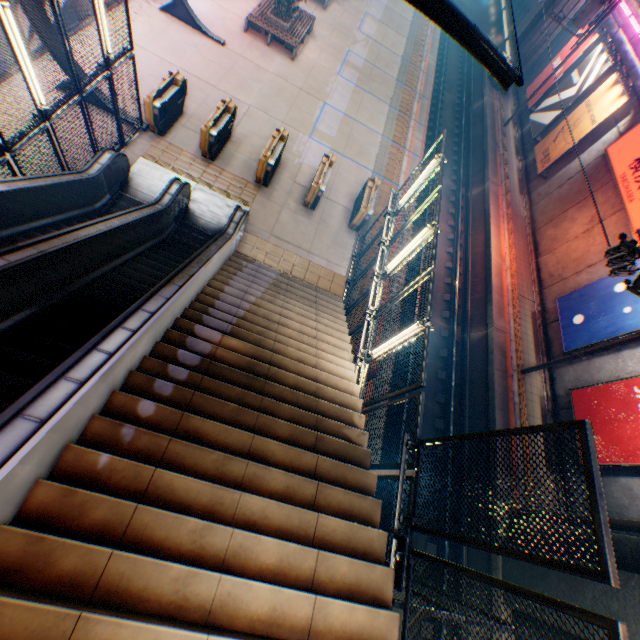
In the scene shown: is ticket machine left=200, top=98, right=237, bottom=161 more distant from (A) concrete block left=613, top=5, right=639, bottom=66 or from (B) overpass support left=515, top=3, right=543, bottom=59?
(A) concrete block left=613, top=5, right=639, bottom=66

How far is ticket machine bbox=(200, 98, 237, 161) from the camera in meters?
10.8 m

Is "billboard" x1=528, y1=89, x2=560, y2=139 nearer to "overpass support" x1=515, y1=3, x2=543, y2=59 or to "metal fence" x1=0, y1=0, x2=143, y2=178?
"metal fence" x1=0, y1=0, x2=143, y2=178

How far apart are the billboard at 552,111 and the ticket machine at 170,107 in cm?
1997

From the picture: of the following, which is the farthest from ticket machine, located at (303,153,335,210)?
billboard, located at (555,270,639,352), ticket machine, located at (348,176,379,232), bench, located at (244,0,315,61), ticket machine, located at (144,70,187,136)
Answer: billboard, located at (555,270,639,352)

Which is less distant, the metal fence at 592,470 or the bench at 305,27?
the metal fence at 592,470

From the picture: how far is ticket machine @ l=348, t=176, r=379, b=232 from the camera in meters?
12.0 m

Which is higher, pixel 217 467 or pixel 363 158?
pixel 217 467
